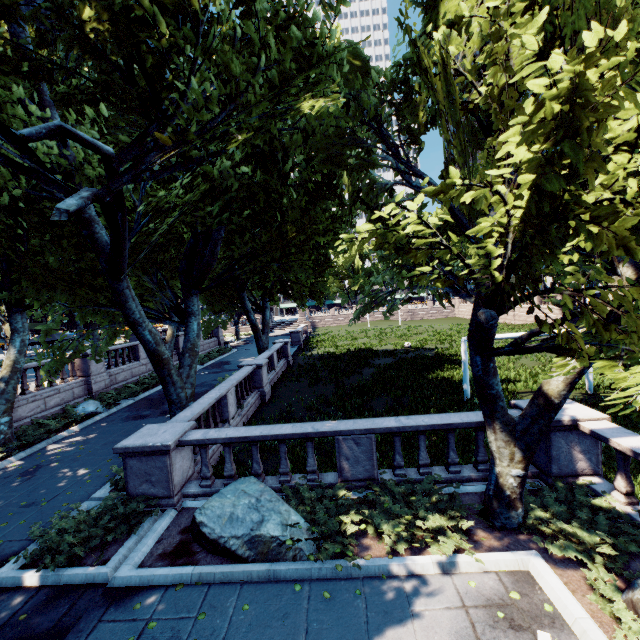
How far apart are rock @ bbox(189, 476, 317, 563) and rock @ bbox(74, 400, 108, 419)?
12.0 meters

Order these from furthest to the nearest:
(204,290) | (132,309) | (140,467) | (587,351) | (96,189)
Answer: (204,290) → (132,309) → (140,467) → (96,189) → (587,351)

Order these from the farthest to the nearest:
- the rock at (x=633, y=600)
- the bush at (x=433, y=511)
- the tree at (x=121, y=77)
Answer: the bush at (x=433, y=511) → the rock at (x=633, y=600) → the tree at (x=121, y=77)

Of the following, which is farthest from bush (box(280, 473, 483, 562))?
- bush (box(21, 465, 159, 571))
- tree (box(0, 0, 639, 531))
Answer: bush (box(21, 465, 159, 571))

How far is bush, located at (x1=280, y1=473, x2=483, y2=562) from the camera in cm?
602

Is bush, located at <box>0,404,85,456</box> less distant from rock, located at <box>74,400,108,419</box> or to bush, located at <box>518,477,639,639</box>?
rock, located at <box>74,400,108,419</box>

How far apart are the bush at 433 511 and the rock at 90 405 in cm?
1521

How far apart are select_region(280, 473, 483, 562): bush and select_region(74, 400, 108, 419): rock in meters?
15.2
